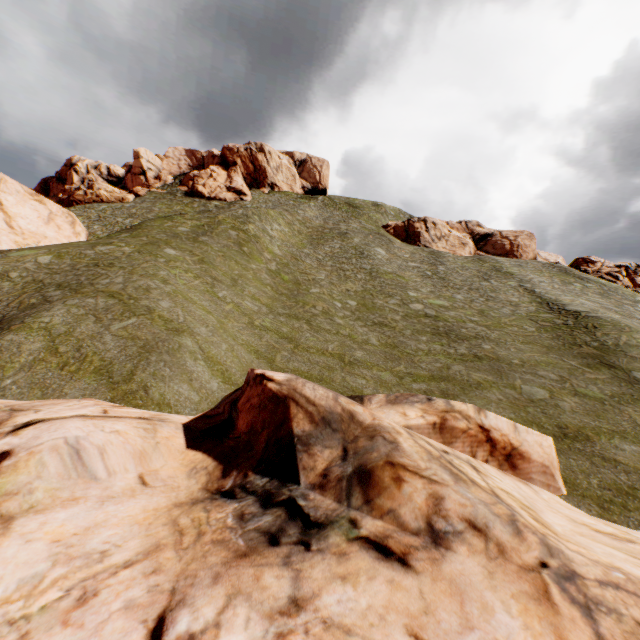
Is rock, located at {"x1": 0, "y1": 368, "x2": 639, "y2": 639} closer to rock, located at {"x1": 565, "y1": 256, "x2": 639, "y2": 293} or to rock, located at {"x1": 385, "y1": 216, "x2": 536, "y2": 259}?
rock, located at {"x1": 385, "y1": 216, "x2": 536, "y2": 259}

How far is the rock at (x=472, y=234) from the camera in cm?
5119

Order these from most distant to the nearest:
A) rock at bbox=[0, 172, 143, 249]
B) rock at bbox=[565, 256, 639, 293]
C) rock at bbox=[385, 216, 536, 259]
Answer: rock at bbox=[385, 216, 536, 259] < rock at bbox=[565, 256, 639, 293] < rock at bbox=[0, 172, 143, 249]

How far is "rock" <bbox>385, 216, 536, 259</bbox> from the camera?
51.19m

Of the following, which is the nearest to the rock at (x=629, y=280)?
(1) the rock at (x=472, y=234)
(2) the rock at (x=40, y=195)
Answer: (1) the rock at (x=472, y=234)

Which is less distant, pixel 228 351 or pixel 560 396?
pixel 228 351
